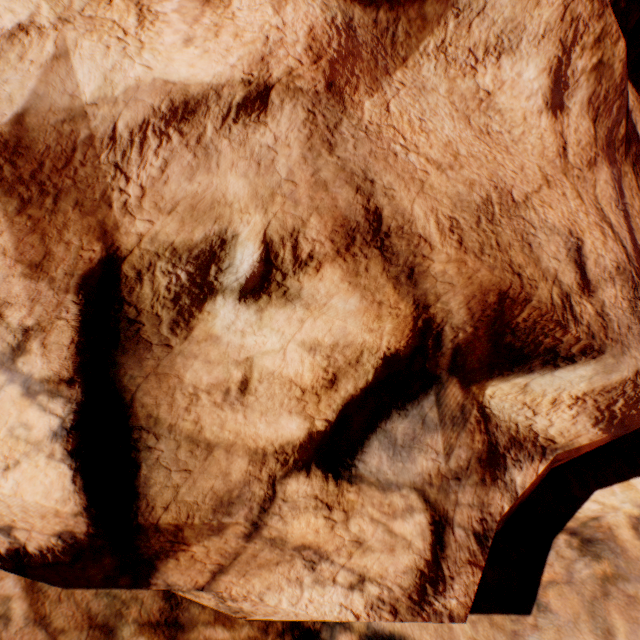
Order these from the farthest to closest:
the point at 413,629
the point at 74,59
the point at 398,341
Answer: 1. the point at 413,629
2. the point at 398,341
3. the point at 74,59
